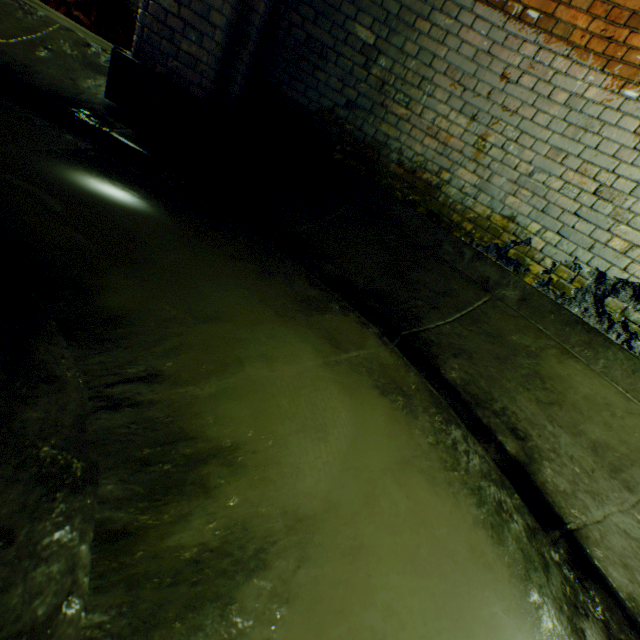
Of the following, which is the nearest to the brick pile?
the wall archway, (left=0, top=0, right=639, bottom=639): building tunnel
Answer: (left=0, top=0, right=639, bottom=639): building tunnel

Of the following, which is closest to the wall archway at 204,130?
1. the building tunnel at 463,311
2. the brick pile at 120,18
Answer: the building tunnel at 463,311

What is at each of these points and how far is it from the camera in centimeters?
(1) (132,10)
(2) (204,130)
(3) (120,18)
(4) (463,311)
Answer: (1) building tunnel, 696cm
(2) wall archway, 296cm
(3) brick pile, 666cm
(4) building tunnel, 278cm

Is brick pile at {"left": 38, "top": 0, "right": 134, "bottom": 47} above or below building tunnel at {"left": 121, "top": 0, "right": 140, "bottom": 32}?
below

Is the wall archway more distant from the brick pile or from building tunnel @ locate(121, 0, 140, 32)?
the brick pile

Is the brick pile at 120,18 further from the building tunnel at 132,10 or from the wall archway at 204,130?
the wall archway at 204,130

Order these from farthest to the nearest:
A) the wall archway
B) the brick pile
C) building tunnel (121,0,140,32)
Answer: building tunnel (121,0,140,32)
the brick pile
the wall archway
